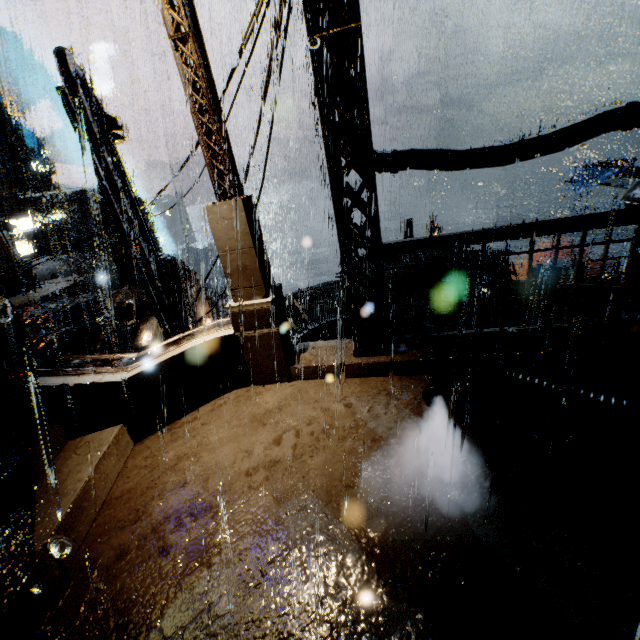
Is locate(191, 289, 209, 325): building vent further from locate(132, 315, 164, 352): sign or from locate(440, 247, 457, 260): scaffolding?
locate(440, 247, 457, 260): scaffolding

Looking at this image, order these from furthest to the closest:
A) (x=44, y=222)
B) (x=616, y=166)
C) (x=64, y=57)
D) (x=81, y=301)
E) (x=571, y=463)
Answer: (x=44, y=222) < (x=616, y=166) < (x=81, y=301) < (x=64, y=57) < (x=571, y=463)

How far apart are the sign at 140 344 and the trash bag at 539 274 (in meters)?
16.05

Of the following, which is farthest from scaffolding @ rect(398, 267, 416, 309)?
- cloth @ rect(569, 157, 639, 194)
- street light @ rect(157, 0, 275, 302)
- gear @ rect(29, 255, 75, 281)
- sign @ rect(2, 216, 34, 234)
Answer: gear @ rect(29, 255, 75, 281)

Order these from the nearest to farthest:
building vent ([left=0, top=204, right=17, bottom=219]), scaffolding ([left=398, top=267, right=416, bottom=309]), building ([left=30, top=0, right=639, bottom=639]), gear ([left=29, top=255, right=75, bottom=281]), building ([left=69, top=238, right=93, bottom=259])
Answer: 1. building ([left=30, top=0, right=639, bottom=639])
2. scaffolding ([left=398, top=267, right=416, bottom=309])
3. gear ([left=29, top=255, right=75, bottom=281])
4. building vent ([left=0, top=204, right=17, bottom=219])
5. building ([left=69, top=238, right=93, bottom=259])

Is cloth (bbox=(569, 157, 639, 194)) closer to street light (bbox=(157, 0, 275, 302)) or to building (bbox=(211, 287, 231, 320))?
building (bbox=(211, 287, 231, 320))

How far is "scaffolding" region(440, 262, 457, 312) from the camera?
7.72m

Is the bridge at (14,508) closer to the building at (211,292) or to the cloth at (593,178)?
the building at (211,292)
